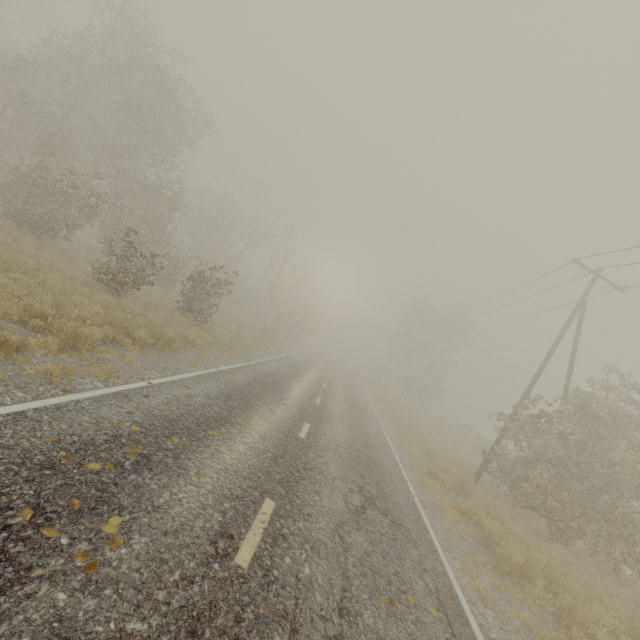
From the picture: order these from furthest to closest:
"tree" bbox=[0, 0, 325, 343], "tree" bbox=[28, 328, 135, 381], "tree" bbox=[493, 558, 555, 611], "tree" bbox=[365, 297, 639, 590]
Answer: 1. "tree" bbox=[0, 0, 325, 343]
2. "tree" bbox=[365, 297, 639, 590]
3. "tree" bbox=[493, 558, 555, 611]
4. "tree" bbox=[28, 328, 135, 381]

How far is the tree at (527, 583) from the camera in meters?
7.1

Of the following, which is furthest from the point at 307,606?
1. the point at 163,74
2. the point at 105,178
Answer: the point at 163,74

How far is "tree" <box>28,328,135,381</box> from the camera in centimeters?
647cm

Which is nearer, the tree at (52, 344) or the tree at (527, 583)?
the tree at (52, 344)

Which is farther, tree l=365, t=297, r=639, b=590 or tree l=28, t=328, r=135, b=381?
tree l=365, t=297, r=639, b=590
